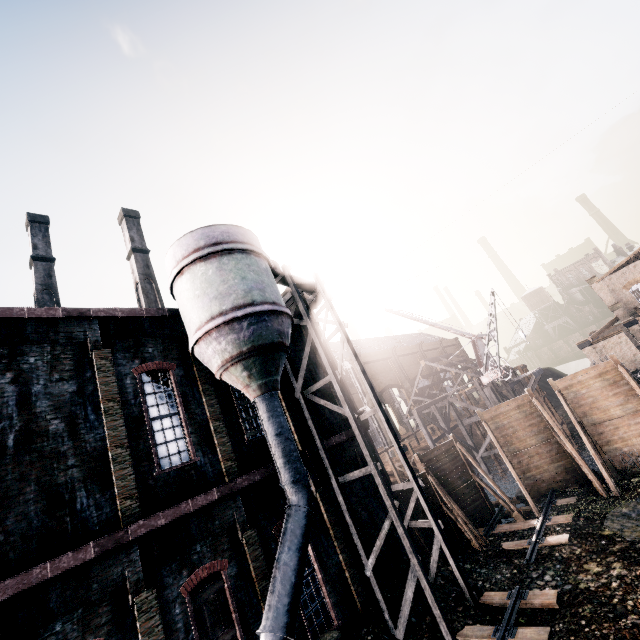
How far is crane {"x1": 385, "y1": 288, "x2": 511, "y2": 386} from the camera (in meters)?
27.27

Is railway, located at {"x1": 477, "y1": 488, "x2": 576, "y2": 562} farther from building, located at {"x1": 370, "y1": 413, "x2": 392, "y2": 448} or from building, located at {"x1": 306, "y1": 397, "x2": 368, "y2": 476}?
building, located at {"x1": 370, "y1": 413, "x2": 392, "y2": 448}

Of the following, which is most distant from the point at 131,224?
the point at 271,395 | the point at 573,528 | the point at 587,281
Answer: the point at 587,281

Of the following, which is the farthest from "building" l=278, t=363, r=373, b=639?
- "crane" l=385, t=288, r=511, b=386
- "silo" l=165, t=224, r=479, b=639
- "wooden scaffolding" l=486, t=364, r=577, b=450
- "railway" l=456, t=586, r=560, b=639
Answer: "wooden scaffolding" l=486, t=364, r=577, b=450

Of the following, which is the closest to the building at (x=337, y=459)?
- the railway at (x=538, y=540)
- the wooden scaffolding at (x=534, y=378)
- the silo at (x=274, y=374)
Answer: the silo at (x=274, y=374)

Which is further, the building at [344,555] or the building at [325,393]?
the building at [325,393]

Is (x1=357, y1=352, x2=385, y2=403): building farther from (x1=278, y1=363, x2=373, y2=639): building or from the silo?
the silo

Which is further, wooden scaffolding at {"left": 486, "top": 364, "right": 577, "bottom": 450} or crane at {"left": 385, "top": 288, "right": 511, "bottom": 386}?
wooden scaffolding at {"left": 486, "top": 364, "right": 577, "bottom": 450}
